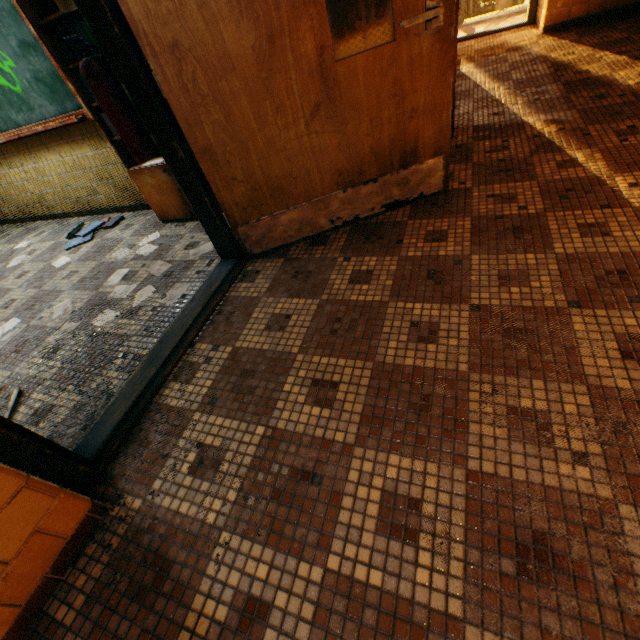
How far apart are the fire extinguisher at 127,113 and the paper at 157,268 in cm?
82

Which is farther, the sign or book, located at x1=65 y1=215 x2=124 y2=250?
book, located at x1=65 y1=215 x2=124 y2=250

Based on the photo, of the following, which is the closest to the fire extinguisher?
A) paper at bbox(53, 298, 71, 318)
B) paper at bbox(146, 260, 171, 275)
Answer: paper at bbox(146, 260, 171, 275)

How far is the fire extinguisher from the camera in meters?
1.7

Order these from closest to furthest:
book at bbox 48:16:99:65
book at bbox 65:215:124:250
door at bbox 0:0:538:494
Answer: door at bbox 0:0:538:494, book at bbox 48:16:99:65, book at bbox 65:215:124:250

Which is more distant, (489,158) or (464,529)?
(489,158)

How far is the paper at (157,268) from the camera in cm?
260

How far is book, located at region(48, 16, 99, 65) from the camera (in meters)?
2.19
